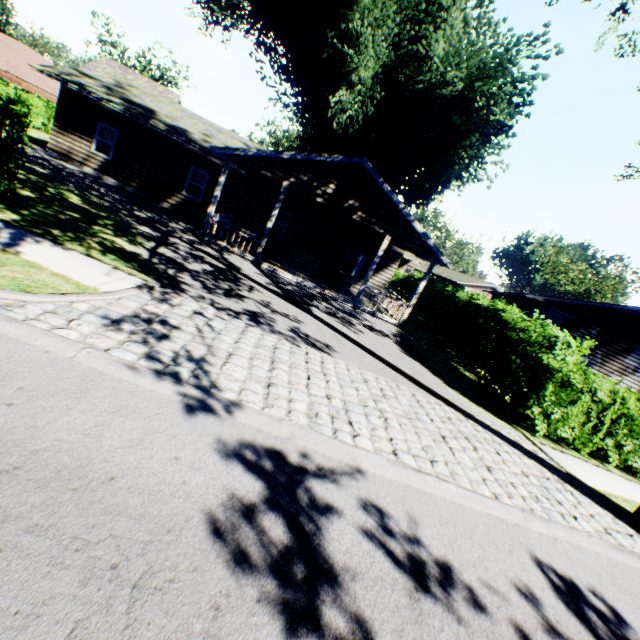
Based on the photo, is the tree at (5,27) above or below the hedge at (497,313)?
above

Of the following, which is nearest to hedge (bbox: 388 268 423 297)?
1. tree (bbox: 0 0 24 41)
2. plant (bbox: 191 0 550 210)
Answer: tree (bbox: 0 0 24 41)

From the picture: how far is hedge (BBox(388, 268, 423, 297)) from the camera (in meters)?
35.00

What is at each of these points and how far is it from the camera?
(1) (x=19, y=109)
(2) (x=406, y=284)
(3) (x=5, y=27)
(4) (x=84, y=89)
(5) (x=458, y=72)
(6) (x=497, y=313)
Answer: (1) hedge, 6.6m
(2) hedge, 41.3m
(3) tree, 55.0m
(4) house, 15.6m
(5) plant, 19.0m
(6) hedge, 11.6m

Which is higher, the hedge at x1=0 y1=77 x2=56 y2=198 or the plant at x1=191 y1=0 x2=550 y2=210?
the plant at x1=191 y1=0 x2=550 y2=210

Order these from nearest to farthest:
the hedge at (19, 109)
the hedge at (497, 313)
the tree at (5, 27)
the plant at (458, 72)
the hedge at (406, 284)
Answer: the hedge at (19, 109)
the hedge at (497, 313)
the plant at (458, 72)
the hedge at (406, 284)
the tree at (5, 27)

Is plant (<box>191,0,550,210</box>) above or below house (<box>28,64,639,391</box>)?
above

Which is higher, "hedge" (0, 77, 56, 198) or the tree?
the tree
